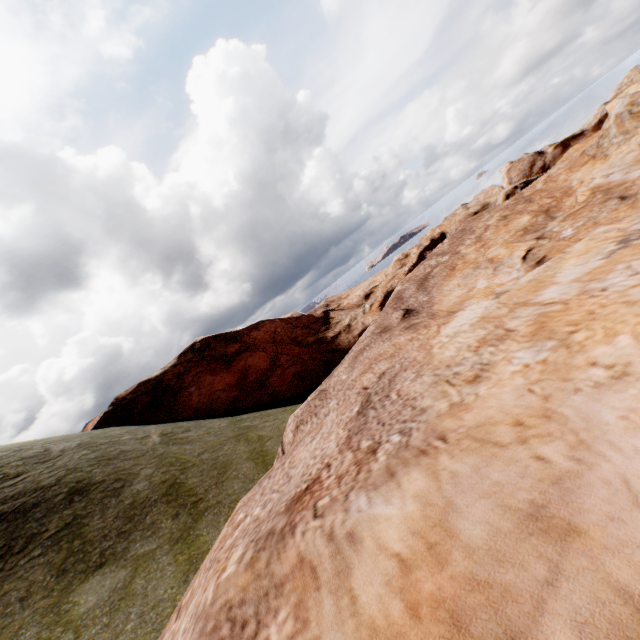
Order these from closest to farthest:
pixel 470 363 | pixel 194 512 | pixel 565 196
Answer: pixel 470 363, pixel 194 512, pixel 565 196
